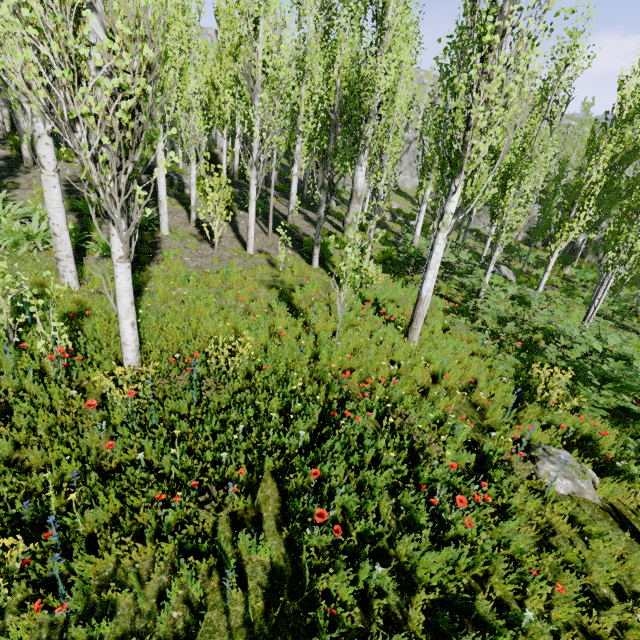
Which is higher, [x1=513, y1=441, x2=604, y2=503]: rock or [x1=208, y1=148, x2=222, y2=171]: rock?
[x1=208, y1=148, x2=222, y2=171]: rock

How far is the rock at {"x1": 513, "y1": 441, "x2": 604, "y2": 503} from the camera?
4.86m

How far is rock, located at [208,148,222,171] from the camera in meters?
25.8

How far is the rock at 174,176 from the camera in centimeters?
1487cm

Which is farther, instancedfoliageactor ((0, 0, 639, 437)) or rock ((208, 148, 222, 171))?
rock ((208, 148, 222, 171))

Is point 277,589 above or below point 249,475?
below

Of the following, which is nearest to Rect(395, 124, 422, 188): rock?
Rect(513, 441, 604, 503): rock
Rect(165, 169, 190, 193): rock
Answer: Rect(165, 169, 190, 193): rock

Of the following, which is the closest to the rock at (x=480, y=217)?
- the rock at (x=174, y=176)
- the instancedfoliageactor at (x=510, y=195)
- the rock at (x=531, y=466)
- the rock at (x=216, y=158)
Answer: the instancedfoliageactor at (x=510, y=195)
